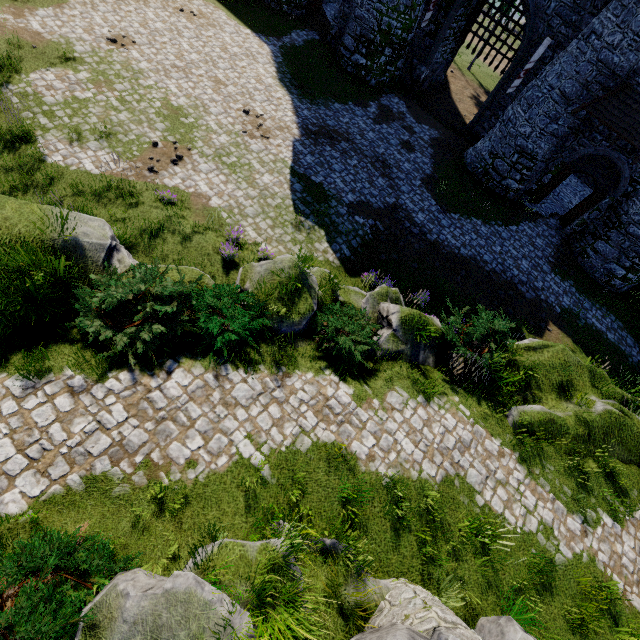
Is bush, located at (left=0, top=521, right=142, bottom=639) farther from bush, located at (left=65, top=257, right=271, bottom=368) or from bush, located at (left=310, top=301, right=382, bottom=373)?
bush, located at (left=310, top=301, right=382, bottom=373)

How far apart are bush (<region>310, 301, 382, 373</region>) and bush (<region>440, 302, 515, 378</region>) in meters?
2.3 m

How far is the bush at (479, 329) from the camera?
9.6 meters

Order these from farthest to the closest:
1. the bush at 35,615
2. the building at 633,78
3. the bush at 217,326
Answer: the building at 633,78
the bush at 217,326
the bush at 35,615

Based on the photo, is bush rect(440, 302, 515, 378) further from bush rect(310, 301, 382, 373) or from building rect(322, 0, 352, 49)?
building rect(322, 0, 352, 49)

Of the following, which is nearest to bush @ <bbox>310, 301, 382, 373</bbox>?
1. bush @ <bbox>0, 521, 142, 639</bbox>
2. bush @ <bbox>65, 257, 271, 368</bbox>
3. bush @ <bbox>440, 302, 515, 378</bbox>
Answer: bush @ <bbox>65, 257, 271, 368</bbox>

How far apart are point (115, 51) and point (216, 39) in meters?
5.6

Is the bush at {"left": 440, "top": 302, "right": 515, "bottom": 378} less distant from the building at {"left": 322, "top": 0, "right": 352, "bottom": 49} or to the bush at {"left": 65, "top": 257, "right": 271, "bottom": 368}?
the bush at {"left": 65, "top": 257, "right": 271, "bottom": 368}
